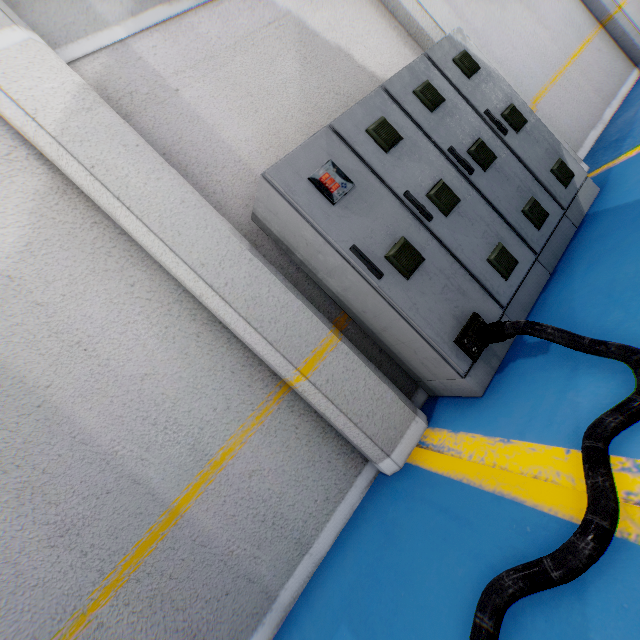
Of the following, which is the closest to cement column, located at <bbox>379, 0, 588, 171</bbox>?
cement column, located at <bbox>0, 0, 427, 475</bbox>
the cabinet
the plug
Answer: the cabinet

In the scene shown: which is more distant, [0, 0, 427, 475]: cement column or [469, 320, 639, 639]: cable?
[0, 0, 427, 475]: cement column

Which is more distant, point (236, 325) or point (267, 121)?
point (267, 121)

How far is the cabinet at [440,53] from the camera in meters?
2.2 m

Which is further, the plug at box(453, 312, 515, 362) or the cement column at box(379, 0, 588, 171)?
the cement column at box(379, 0, 588, 171)

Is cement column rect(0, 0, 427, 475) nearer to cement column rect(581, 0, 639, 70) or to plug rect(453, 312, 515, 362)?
plug rect(453, 312, 515, 362)

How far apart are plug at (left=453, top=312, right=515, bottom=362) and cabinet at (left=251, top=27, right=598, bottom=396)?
0.0m

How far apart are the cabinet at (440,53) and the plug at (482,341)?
0.0 meters
